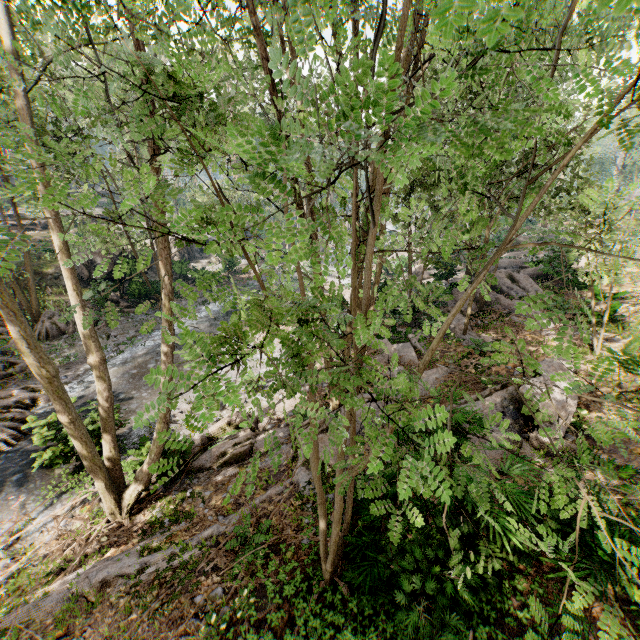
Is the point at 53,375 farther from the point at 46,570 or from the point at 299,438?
the point at 299,438

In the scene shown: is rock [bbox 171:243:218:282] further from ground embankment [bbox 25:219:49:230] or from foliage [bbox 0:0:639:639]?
ground embankment [bbox 25:219:49:230]

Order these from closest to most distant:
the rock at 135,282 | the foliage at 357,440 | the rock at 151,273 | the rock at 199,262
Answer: the foliage at 357,440 < the rock at 151,273 < the rock at 135,282 < the rock at 199,262

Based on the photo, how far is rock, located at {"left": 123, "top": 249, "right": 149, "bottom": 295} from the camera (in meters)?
24.03

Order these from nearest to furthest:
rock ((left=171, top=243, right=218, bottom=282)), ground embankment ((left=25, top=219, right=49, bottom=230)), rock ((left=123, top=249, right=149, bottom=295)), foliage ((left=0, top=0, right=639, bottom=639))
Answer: foliage ((left=0, top=0, right=639, bottom=639))
rock ((left=123, top=249, right=149, bottom=295))
rock ((left=171, top=243, right=218, bottom=282))
ground embankment ((left=25, top=219, right=49, bottom=230))

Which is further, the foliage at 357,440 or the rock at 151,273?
the rock at 151,273
